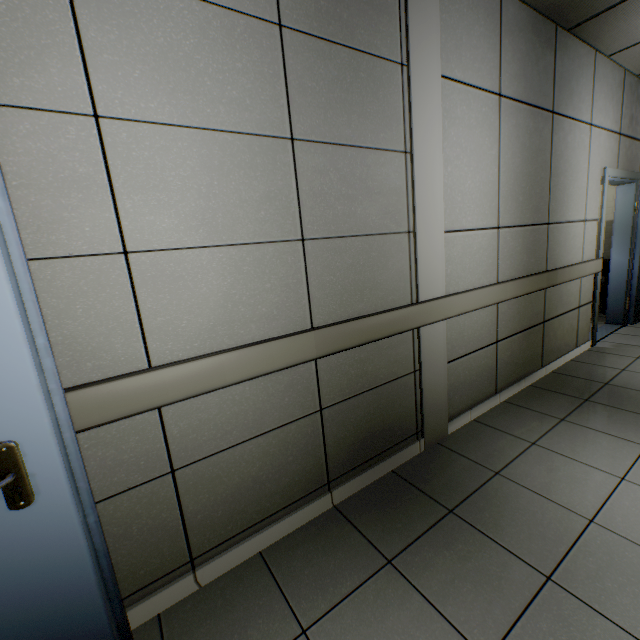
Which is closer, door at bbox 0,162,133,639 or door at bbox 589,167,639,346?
door at bbox 0,162,133,639

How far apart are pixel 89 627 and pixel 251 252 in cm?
156

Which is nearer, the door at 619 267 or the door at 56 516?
the door at 56 516
